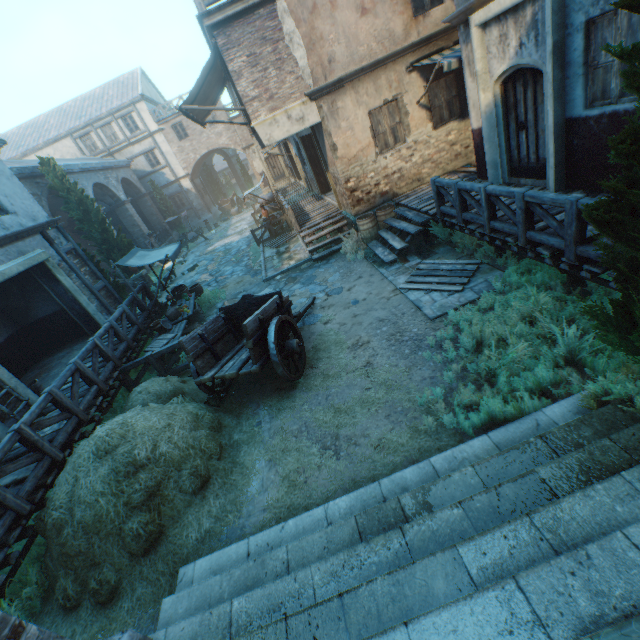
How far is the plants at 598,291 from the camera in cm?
490

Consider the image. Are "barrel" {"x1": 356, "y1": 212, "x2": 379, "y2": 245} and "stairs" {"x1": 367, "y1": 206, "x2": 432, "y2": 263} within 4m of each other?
yes

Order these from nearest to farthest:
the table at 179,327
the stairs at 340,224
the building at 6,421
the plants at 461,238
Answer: the building at 6,421 → the plants at 461,238 → the table at 179,327 → the stairs at 340,224

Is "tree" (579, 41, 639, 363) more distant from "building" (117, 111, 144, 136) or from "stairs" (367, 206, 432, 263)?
"building" (117, 111, 144, 136)

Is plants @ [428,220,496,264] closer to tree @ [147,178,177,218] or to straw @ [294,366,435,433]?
straw @ [294,366,435,433]

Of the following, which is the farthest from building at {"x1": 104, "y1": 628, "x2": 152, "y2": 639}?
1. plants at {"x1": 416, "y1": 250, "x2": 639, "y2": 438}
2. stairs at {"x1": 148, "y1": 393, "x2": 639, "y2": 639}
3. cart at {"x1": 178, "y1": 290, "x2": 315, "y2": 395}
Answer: cart at {"x1": 178, "y1": 290, "x2": 315, "y2": 395}

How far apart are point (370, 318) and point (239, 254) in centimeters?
1221cm

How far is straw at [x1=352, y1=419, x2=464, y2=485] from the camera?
4.4 meters
